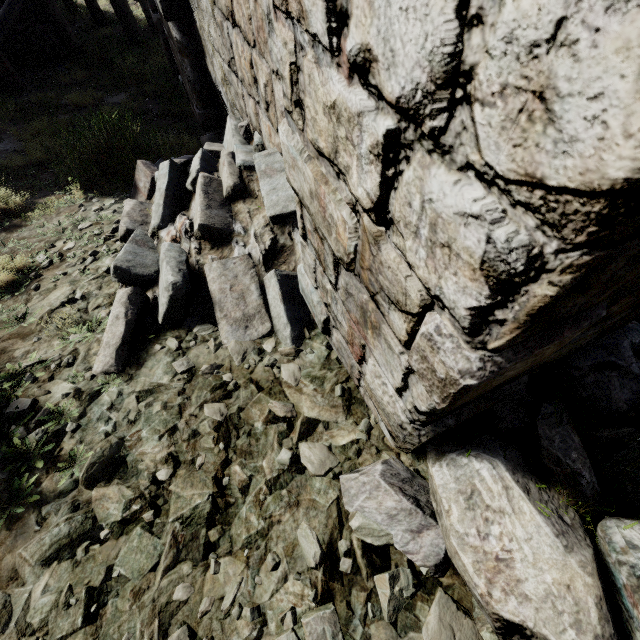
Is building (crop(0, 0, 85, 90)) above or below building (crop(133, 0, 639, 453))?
below

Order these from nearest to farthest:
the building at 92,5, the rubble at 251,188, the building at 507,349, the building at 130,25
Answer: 1. the building at 507,349
2. the rubble at 251,188
3. the building at 130,25
4. the building at 92,5

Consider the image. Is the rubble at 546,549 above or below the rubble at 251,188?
above

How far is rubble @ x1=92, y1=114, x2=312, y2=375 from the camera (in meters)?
2.36

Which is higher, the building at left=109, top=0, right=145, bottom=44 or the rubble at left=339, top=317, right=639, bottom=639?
the rubble at left=339, top=317, right=639, bottom=639

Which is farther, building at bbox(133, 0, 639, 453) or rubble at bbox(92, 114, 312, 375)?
rubble at bbox(92, 114, 312, 375)

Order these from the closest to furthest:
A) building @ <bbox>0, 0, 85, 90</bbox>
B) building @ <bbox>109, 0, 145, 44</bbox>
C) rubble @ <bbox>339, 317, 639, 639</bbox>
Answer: rubble @ <bbox>339, 317, 639, 639</bbox> < building @ <bbox>0, 0, 85, 90</bbox> < building @ <bbox>109, 0, 145, 44</bbox>

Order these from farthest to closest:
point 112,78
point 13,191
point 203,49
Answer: point 112,78 < point 13,191 < point 203,49
